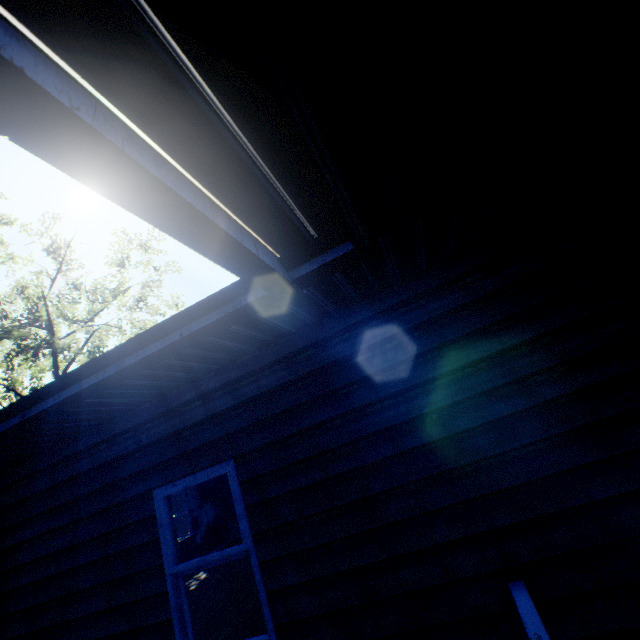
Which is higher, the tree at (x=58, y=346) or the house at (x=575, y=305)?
the tree at (x=58, y=346)

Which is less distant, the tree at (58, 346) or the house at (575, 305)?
the house at (575, 305)

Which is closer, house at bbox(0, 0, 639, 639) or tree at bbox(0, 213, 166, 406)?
house at bbox(0, 0, 639, 639)

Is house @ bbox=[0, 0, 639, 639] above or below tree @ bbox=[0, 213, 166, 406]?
below

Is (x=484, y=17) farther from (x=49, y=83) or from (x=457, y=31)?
(x=49, y=83)
